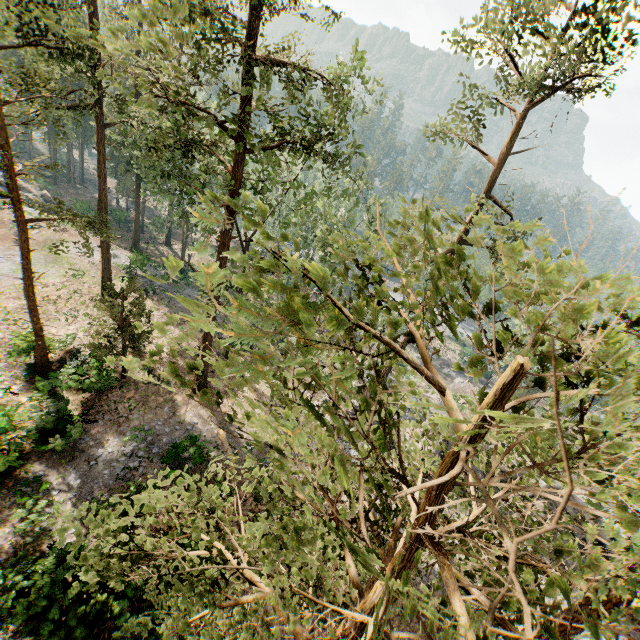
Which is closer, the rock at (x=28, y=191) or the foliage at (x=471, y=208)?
the foliage at (x=471, y=208)

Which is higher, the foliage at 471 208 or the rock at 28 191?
the foliage at 471 208

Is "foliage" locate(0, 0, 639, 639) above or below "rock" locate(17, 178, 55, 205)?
above

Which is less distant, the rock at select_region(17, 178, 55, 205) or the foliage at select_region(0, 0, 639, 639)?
the foliage at select_region(0, 0, 639, 639)

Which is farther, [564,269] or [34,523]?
[34,523]

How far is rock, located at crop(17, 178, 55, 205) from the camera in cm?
4056
